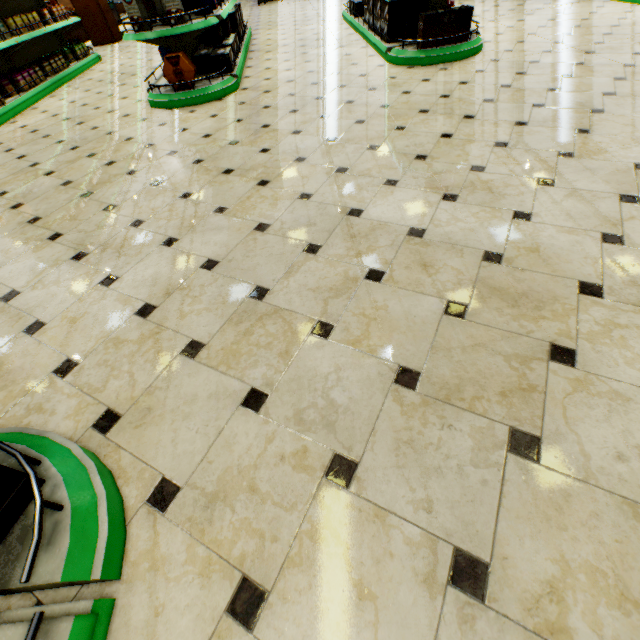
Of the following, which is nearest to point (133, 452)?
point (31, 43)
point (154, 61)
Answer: point (154, 61)

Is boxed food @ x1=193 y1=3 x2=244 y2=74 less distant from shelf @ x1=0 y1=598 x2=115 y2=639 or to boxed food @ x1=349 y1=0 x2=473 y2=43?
boxed food @ x1=349 y1=0 x2=473 y2=43

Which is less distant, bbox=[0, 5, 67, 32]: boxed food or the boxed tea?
the boxed tea

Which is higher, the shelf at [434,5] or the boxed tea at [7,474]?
the shelf at [434,5]

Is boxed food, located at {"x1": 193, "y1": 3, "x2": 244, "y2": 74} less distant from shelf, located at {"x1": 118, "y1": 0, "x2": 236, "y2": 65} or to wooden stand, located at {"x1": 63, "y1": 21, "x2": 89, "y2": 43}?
shelf, located at {"x1": 118, "y1": 0, "x2": 236, "y2": 65}

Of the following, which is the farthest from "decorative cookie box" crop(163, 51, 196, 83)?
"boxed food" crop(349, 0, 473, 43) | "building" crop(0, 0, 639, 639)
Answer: "boxed food" crop(349, 0, 473, 43)

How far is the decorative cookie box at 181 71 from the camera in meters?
3.9 m

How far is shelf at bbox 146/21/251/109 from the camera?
4.1m
